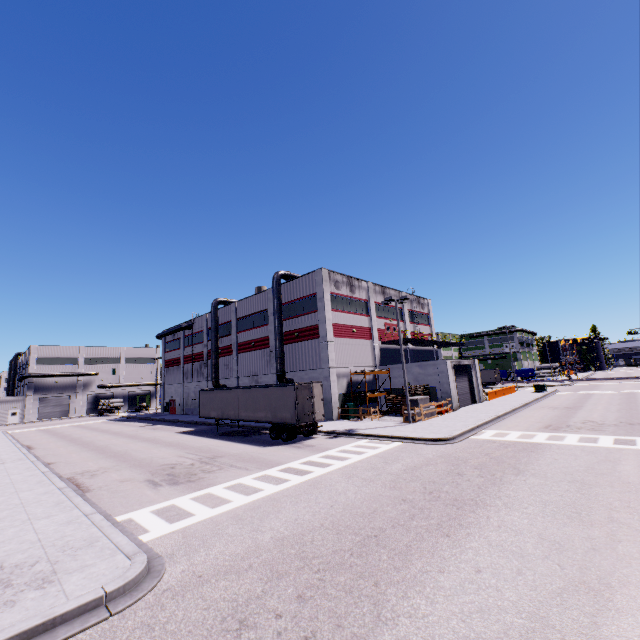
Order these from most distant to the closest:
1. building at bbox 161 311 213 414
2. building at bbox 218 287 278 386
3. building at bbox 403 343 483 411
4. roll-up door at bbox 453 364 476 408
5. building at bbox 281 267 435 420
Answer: building at bbox 161 311 213 414 < building at bbox 218 287 278 386 < roll-up door at bbox 453 364 476 408 < building at bbox 281 267 435 420 < building at bbox 403 343 483 411

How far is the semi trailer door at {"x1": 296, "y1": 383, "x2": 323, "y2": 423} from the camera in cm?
2198

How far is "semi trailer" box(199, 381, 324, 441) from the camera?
22.41m

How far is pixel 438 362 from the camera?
31.4 meters

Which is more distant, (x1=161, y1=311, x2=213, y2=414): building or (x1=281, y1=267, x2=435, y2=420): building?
(x1=161, y1=311, x2=213, y2=414): building

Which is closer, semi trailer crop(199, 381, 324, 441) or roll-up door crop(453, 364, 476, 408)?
semi trailer crop(199, 381, 324, 441)

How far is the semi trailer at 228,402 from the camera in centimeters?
2241cm

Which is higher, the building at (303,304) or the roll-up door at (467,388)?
the building at (303,304)
